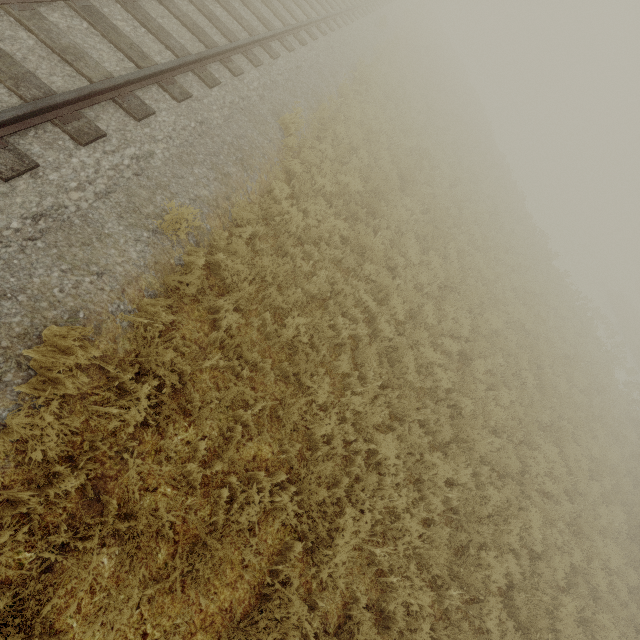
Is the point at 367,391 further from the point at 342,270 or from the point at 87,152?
the point at 87,152
